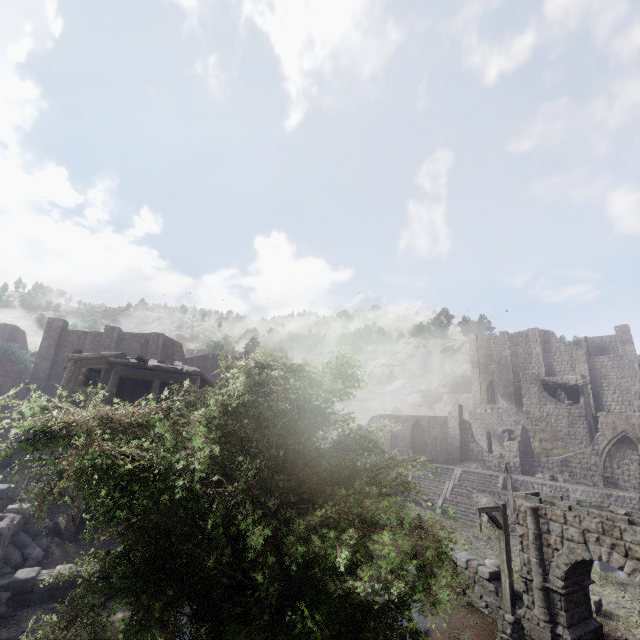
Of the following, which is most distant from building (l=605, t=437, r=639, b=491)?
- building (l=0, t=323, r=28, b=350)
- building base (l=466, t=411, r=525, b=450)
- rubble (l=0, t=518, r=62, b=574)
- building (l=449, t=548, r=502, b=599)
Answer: building (l=0, t=323, r=28, b=350)

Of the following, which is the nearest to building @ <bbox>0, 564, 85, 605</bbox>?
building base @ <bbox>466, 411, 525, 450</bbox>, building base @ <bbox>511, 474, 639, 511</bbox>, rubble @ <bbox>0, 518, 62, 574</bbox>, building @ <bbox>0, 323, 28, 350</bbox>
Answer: rubble @ <bbox>0, 518, 62, 574</bbox>

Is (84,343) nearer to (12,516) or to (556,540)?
(12,516)

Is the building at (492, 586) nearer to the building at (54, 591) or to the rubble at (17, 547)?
the building at (54, 591)

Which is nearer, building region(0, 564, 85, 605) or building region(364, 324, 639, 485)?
building region(0, 564, 85, 605)

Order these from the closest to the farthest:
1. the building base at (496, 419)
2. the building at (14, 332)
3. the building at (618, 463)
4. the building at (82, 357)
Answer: the building at (82, 357), the building at (618, 463), the building base at (496, 419), the building at (14, 332)

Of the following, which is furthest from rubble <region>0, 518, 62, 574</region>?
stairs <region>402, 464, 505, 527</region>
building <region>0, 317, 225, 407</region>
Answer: stairs <region>402, 464, 505, 527</region>

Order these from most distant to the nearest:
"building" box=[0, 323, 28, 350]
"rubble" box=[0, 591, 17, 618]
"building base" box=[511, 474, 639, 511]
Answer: "building" box=[0, 323, 28, 350] → "building base" box=[511, 474, 639, 511] → "rubble" box=[0, 591, 17, 618]
